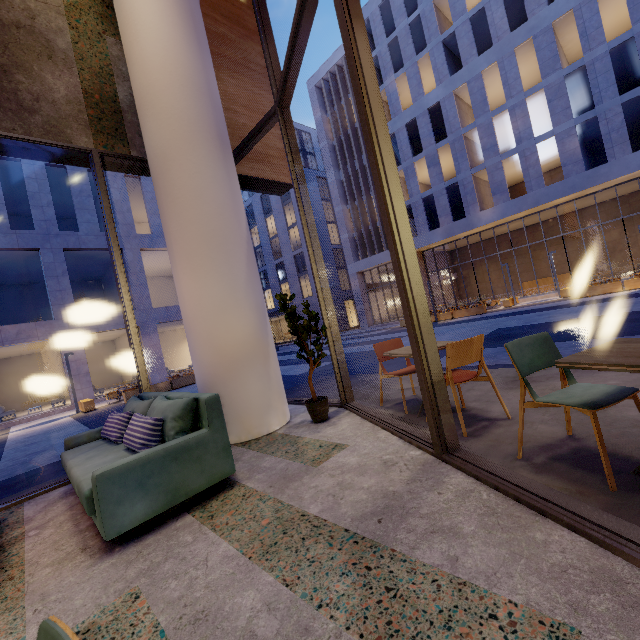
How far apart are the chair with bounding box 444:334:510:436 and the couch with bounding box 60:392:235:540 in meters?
2.0

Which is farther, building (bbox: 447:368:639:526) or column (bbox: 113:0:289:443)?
column (bbox: 113:0:289:443)

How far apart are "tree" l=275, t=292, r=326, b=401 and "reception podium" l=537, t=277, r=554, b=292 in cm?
2746

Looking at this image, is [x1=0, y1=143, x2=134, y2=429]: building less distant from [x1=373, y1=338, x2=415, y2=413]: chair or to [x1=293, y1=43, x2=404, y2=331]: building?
[x1=293, y1=43, x2=404, y2=331]: building

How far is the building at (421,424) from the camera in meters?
3.7 m

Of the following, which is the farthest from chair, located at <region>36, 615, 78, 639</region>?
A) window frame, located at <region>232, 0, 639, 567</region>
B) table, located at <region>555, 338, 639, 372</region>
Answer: table, located at <region>555, 338, 639, 372</region>

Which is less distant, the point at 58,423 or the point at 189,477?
the point at 189,477

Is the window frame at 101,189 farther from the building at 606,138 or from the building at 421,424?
the building at 606,138
